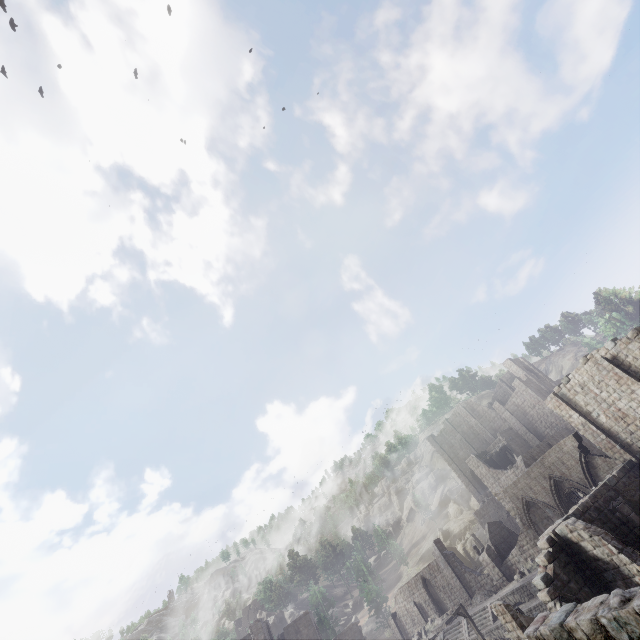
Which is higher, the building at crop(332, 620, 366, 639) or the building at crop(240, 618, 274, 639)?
the building at crop(240, 618, 274, 639)

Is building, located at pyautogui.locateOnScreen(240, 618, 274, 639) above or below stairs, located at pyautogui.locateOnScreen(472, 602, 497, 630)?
above

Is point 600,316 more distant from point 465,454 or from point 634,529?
point 634,529

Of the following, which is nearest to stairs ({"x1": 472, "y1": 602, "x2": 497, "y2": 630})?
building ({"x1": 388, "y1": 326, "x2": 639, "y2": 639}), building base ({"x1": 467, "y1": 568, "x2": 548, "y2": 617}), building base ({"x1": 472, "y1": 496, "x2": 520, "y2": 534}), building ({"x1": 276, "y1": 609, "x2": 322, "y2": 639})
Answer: building base ({"x1": 467, "y1": 568, "x2": 548, "y2": 617})

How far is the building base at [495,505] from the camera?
46.0 meters

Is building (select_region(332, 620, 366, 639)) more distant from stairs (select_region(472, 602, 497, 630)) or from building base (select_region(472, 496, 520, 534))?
building base (select_region(472, 496, 520, 534))

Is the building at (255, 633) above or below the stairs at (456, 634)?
above

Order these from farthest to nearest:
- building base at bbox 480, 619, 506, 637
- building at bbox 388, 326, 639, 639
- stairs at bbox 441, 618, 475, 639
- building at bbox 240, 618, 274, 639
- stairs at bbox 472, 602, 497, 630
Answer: building at bbox 240, 618, 274, 639
stairs at bbox 441, 618, 475, 639
stairs at bbox 472, 602, 497, 630
building base at bbox 480, 619, 506, 637
building at bbox 388, 326, 639, 639
